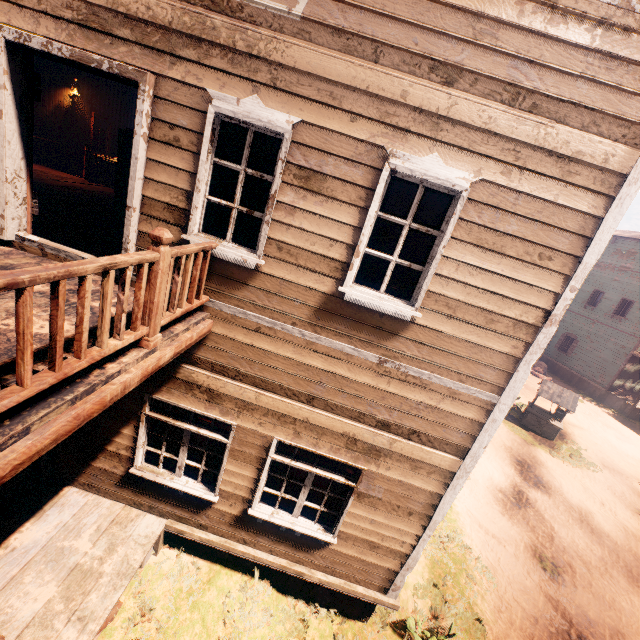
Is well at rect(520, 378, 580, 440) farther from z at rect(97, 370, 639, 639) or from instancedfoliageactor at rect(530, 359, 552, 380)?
instancedfoliageactor at rect(530, 359, 552, 380)

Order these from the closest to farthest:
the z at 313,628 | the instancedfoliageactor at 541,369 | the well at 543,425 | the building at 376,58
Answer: the building at 376,58
the z at 313,628
the well at 543,425
the instancedfoliageactor at 541,369

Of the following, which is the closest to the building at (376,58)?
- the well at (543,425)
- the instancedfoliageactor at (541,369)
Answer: the instancedfoliageactor at (541,369)

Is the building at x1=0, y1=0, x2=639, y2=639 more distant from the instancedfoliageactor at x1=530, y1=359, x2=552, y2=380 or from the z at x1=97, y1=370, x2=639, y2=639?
the instancedfoliageactor at x1=530, y1=359, x2=552, y2=380

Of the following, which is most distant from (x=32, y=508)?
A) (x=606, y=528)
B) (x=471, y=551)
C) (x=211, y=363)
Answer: (x=606, y=528)

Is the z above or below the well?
below

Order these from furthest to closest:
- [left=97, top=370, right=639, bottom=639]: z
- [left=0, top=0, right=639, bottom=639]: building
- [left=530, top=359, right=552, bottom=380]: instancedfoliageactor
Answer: [left=530, top=359, right=552, bottom=380]: instancedfoliageactor, [left=97, top=370, right=639, bottom=639]: z, [left=0, top=0, right=639, bottom=639]: building

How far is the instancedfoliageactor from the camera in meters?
23.7
